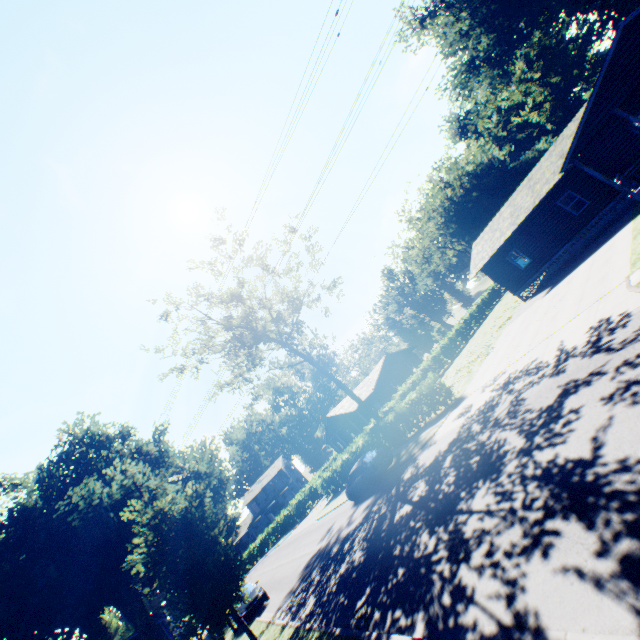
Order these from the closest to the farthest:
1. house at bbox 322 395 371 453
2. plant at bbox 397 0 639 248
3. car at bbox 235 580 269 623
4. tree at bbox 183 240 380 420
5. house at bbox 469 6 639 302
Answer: house at bbox 469 6 639 302, car at bbox 235 580 269 623, tree at bbox 183 240 380 420, plant at bbox 397 0 639 248, house at bbox 322 395 371 453

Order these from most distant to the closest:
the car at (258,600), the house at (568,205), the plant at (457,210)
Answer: the plant at (457,210)
the car at (258,600)
the house at (568,205)

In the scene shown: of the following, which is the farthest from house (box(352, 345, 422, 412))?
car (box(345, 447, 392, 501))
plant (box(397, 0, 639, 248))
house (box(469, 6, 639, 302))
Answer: house (box(469, 6, 639, 302))

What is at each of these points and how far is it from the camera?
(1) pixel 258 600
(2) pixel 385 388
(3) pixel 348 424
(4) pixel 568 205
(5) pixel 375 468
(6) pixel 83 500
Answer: (1) car, 19.3m
(2) house, 42.9m
(3) house, 50.3m
(4) house, 29.9m
(5) car, 18.8m
(6) plant, 27.0m

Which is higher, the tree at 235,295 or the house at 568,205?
the tree at 235,295

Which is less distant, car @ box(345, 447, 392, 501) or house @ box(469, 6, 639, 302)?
house @ box(469, 6, 639, 302)

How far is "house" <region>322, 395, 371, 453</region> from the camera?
40.8 meters

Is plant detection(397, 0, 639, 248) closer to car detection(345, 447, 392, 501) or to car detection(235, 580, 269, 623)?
car detection(235, 580, 269, 623)
